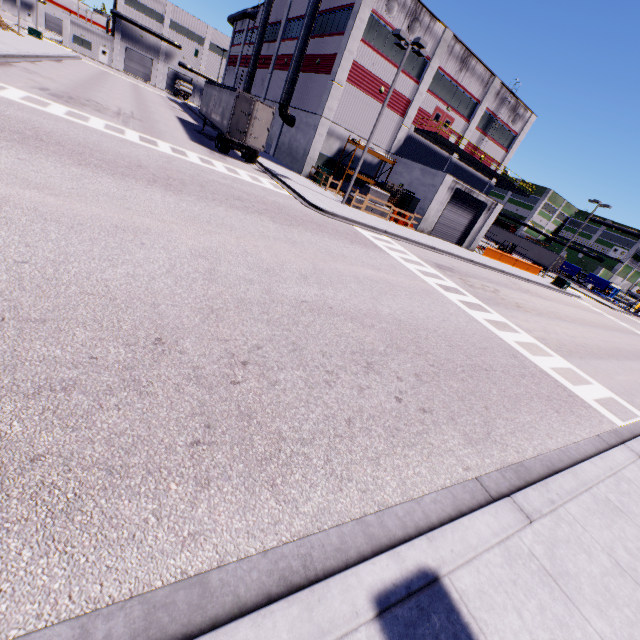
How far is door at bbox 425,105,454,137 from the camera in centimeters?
3086cm

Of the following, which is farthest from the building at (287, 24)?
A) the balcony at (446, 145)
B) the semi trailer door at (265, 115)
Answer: the semi trailer door at (265, 115)

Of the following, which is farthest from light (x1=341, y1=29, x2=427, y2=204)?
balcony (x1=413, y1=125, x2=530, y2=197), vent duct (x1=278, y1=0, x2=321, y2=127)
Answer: balcony (x1=413, y1=125, x2=530, y2=197)

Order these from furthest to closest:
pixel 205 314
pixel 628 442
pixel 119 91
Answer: pixel 119 91, pixel 628 442, pixel 205 314

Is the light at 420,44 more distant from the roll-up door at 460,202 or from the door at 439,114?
the door at 439,114

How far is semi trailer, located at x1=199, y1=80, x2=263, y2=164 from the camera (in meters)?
21.25

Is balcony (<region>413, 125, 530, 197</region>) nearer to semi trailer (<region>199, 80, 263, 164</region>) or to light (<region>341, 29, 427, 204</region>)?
semi trailer (<region>199, 80, 263, 164</region>)

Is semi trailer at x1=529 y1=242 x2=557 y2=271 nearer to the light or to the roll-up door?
the roll-up door
